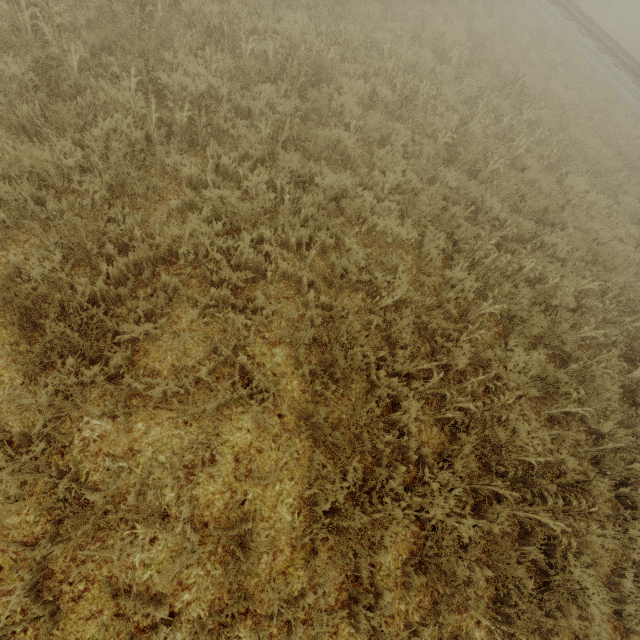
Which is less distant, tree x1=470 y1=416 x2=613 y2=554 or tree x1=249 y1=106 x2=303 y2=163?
tree x1=470 y1=416 x2=613 y2=554

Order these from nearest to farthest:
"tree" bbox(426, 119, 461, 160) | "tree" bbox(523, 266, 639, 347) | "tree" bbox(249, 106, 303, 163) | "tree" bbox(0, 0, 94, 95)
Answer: "tree" bbox(0, 0, 94, 95), "tree" bbox(249, 106, 303, 163), "tree" bbox(523, 266, 639, 347), "tree" bbox(426, 119, 461, 160)

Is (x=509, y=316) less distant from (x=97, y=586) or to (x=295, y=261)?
(x=295, y=261)

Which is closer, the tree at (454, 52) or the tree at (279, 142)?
the tree at (279, 142)

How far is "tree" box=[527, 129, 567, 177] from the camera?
7.40m

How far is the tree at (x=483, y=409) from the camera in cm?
380
